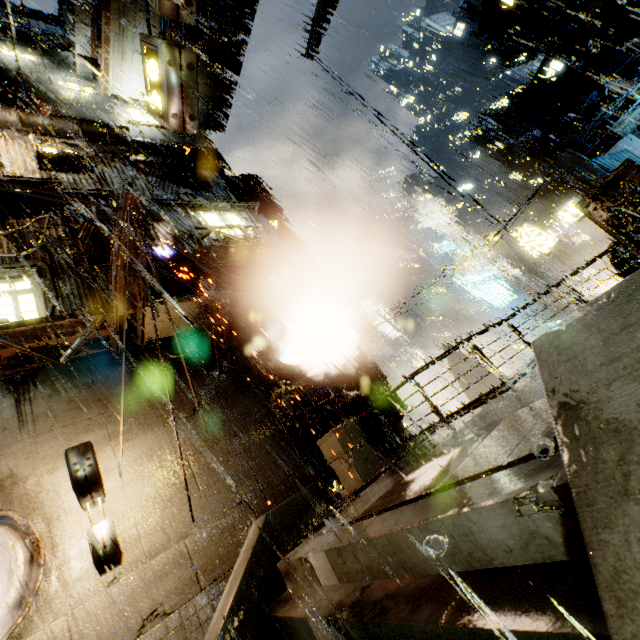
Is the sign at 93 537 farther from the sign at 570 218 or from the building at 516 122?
the sign at 570 218

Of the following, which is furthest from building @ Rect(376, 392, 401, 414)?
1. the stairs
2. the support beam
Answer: the stairs

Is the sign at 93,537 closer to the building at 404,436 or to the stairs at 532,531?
the building at 404,436

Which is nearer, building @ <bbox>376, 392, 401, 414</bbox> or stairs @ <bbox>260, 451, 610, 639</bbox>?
stairs @ <bbox>260, 451, 610, 639</bbox>

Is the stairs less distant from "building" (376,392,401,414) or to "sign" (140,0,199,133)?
"building" (376,392,401,414)

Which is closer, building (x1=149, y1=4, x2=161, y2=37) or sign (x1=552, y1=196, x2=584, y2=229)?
building (x1=149, y1=4, x2=161, y2=37)

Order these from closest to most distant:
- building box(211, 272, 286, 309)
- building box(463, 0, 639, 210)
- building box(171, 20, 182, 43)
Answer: building box(211, 272, 286, 309)
building box(463, 0, 639, 210)
building box(171, 20, 182, 43)

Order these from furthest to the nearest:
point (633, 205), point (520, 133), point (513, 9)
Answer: point (520, 133) < point (513, 9) < point (633, 205)
